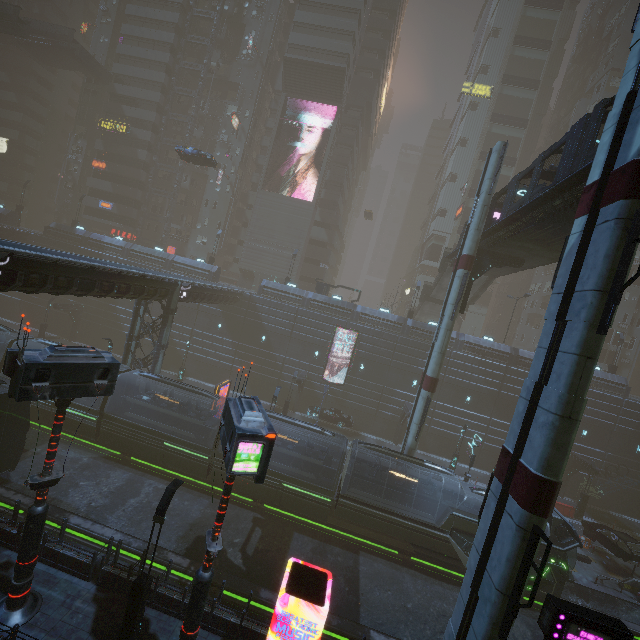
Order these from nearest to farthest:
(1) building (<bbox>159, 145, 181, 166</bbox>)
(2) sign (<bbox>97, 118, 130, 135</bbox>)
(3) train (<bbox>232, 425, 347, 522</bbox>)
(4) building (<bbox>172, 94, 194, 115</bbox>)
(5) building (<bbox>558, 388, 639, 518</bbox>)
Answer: (3) train (<bbox>232, 425, 347, 522</bbox>), (5) building (<bbox>558, 388, 639, 518</bbox>), (2) sign (<bbox>97, 118, 130, 135</bbox>), (4) building (<bbox>172, 94, 194, 115</bbox>), (1) building (<bbox>159, 145, 181, 166</bbox>)

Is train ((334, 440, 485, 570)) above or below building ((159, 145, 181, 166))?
below

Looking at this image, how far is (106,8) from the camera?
51.28m

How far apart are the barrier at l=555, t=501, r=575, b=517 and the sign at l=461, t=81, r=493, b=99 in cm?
5728

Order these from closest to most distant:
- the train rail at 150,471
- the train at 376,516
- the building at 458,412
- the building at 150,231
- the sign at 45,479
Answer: the sign at 45,479 < the train rail at 150,471 < the train at 376,516 < the building at 458,412 < the building at 150,231

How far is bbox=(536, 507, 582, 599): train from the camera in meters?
18.3 m

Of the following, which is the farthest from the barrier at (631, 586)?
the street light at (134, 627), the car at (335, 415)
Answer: the street light at (134, 627)

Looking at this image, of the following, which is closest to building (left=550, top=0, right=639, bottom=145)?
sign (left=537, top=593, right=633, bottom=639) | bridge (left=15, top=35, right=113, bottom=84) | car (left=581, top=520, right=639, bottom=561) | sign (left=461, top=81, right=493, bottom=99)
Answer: sign (left=461, top=81, right=493, bottom=99)
